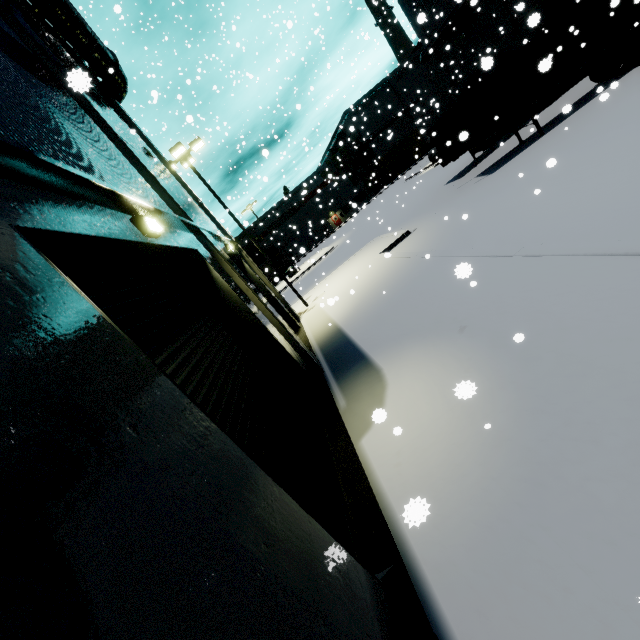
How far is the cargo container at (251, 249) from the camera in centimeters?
5291cm

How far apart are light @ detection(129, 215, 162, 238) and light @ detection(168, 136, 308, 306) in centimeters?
1251cm

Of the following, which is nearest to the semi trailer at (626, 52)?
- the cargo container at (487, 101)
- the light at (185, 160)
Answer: the cargo container at (487, 101)

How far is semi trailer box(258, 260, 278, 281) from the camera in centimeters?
4629cm

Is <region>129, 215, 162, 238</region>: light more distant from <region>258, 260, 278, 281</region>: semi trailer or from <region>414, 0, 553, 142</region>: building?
<region>258, 260, 278, 281</region>: semi trailer

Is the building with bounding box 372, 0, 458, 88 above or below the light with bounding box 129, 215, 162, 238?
above

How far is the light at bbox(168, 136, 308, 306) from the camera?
14.9m

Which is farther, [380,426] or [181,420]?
[380,426]
